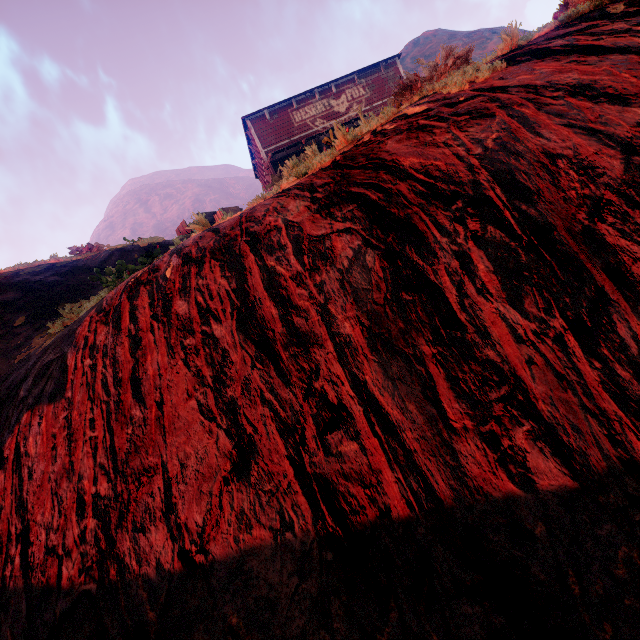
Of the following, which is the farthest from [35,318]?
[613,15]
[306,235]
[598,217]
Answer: [613,15]

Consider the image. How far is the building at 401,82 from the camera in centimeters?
545cm

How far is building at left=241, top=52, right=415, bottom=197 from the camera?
5.5m

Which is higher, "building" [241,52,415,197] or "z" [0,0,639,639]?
"building" [241,52,415,197]

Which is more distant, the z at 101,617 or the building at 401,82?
the building at 401,82

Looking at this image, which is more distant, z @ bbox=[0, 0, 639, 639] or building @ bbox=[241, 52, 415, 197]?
building @ bbox=[241, 52, 415, 197]
